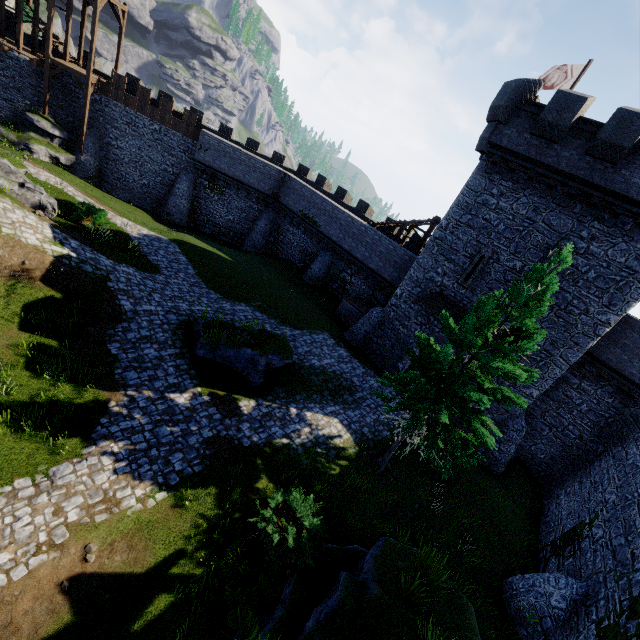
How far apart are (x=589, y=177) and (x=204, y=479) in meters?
20.1 m

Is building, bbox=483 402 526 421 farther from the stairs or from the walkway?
the walkway

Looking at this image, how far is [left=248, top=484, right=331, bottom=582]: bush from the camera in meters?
8.7 m

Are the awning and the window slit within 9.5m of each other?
yes

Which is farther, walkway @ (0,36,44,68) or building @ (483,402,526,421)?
walkway @ (0,36,44,68)

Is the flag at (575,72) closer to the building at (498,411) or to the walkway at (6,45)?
the building at (498,411)

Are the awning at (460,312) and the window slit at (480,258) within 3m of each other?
yes

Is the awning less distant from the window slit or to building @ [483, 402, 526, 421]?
building @ [483, 402, 526, 421]
